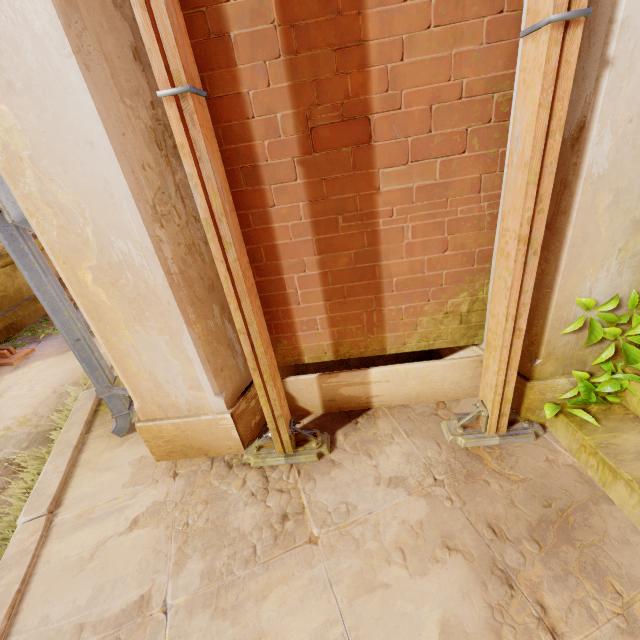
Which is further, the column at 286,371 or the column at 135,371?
the column at 286,371

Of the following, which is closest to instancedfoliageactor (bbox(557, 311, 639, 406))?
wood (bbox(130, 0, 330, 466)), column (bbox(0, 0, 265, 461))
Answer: wood (bbox(130, 0, 330, 466))

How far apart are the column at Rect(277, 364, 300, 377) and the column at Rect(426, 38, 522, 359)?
1.29m

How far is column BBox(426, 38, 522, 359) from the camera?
1.7 meters

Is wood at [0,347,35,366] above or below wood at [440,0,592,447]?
below

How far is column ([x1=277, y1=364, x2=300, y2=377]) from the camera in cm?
290

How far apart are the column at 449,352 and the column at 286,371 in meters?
1.3 m

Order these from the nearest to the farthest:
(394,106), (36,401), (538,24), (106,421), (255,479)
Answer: (538,24) → (394,106) → (255,479) → (106,421) → (36,401)
